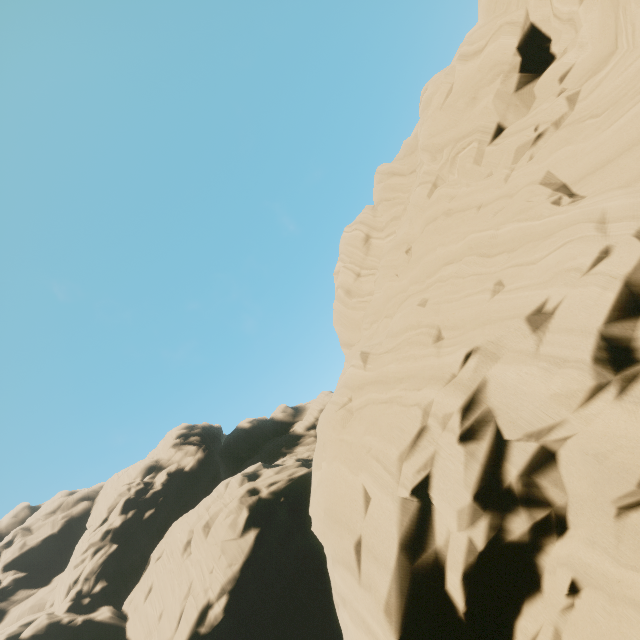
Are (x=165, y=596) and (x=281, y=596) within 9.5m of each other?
no
